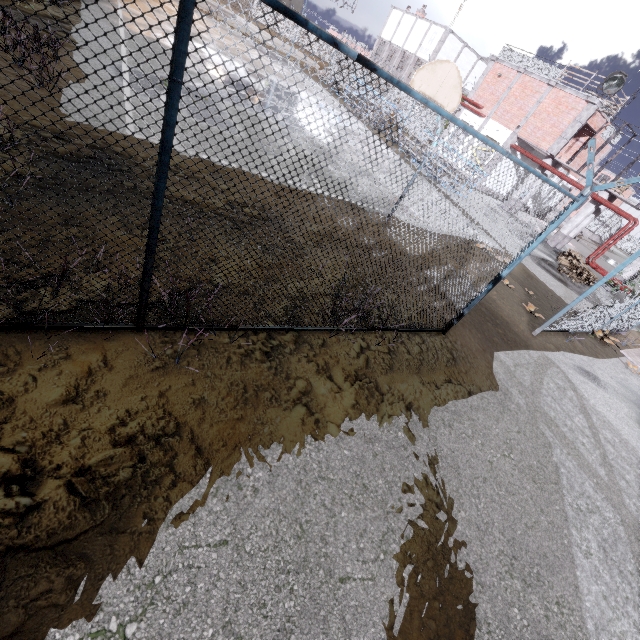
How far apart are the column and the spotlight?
5.0 meters

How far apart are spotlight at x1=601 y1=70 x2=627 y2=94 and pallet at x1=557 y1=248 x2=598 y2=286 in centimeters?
878cm

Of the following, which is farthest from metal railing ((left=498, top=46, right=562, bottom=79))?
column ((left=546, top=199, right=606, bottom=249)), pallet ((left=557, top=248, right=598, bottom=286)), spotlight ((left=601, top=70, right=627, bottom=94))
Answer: pallet ((left=557, top=248, right=598, bottom=286))

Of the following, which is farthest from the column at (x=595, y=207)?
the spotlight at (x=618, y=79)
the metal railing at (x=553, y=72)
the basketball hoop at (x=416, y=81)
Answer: the basketball hoop at (x=416, y=81)

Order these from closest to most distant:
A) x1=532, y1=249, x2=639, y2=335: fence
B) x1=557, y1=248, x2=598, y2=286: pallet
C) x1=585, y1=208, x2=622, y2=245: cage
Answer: x1=532, y1=249, x2=639, y2=335: fence
x1=557, y1=248, x2=598, y2=286: pallet
x1=585, y1=208, x2=622, y2=245: cage

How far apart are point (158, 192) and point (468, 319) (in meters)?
6.73

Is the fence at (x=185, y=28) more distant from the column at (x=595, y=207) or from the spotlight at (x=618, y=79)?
the column at (x=595, y=207)

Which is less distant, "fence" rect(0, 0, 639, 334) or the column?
"fence" rect(0, 0, 639, 334)
